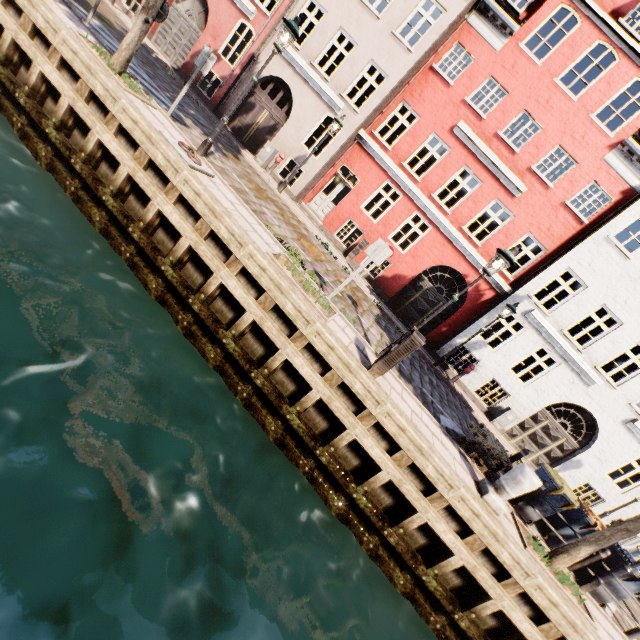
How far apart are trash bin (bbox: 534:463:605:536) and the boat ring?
10.99m

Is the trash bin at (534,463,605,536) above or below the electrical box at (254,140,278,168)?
above

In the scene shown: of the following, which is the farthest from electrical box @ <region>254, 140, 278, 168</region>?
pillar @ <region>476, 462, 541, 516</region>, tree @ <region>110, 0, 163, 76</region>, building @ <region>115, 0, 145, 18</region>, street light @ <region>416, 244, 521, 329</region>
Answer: pillar @ <region>476, 462, 541, 516</region>

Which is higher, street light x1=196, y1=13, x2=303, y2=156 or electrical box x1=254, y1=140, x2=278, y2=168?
street light x1=196, y1=13, x2=303, y2=156

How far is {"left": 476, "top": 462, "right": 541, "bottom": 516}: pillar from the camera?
6.3m

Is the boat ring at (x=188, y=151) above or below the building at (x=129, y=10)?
below

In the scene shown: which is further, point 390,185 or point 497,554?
point 390,185

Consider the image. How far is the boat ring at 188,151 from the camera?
6.9m
